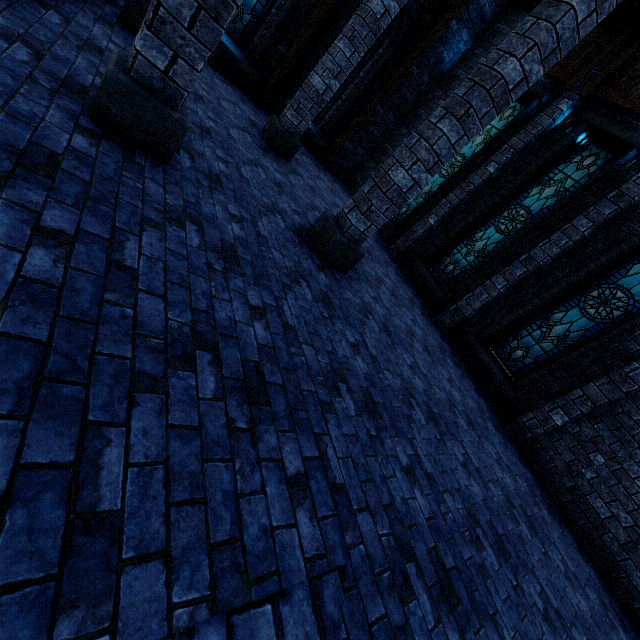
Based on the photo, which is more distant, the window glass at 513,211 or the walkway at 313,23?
the walkway at 313,23

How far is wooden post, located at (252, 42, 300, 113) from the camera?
8.92m

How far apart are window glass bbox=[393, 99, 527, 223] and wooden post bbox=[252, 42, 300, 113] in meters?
5.0 m

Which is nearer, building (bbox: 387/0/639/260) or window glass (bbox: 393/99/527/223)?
building (bbox: 387/0/639/260)

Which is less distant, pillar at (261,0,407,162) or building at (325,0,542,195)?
pillar at (261,0,407,162)

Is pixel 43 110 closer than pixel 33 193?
No

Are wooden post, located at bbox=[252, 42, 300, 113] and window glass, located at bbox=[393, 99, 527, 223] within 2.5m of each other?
no

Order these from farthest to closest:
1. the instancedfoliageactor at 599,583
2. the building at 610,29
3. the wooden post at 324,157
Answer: the wooden post at 324,157, the building at 610,29, the instancedfoliageactor at 599,583
